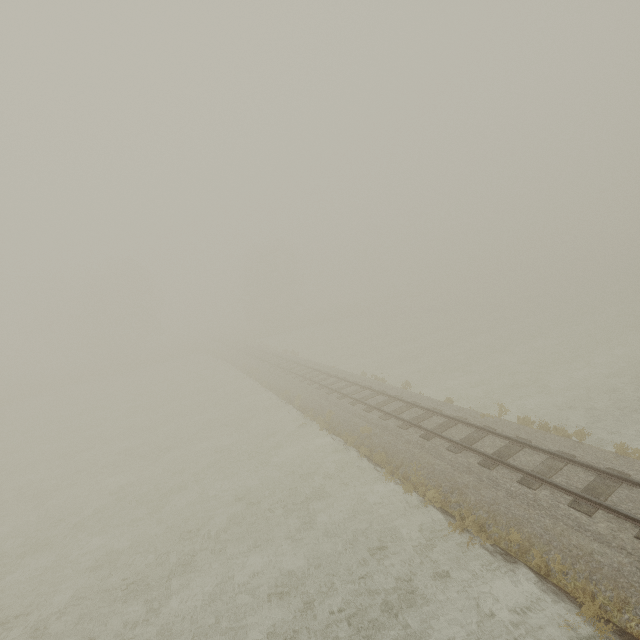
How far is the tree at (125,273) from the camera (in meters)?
49.25

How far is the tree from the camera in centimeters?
4925cm

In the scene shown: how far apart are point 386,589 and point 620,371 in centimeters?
1942cm
